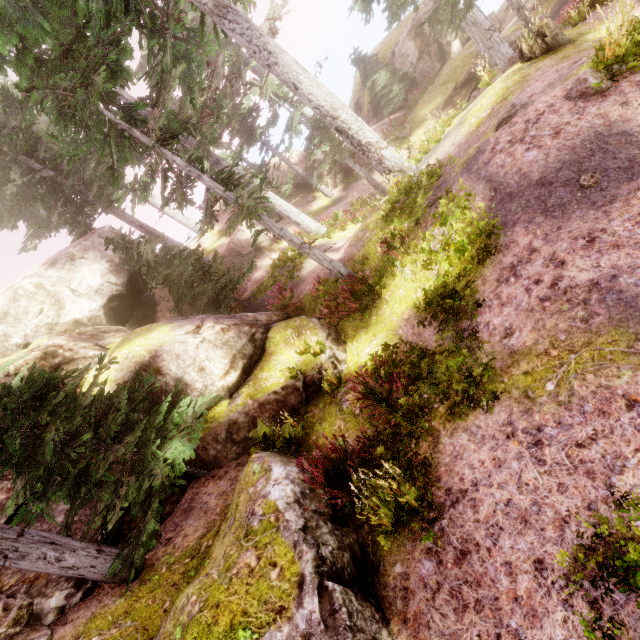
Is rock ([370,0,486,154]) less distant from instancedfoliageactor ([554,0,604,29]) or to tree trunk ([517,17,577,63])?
instancedfoliageactor ([554,0,604,29])

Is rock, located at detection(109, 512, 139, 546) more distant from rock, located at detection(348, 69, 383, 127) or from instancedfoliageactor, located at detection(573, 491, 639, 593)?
rock, located at detection(348, 69, 383, 127)

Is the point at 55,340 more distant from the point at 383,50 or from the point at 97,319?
the point at 383,50

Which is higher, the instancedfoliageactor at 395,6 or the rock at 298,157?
the instancedfoliageactor at 395,6

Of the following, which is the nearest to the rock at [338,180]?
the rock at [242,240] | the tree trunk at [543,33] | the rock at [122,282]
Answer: the rock at [242,240]

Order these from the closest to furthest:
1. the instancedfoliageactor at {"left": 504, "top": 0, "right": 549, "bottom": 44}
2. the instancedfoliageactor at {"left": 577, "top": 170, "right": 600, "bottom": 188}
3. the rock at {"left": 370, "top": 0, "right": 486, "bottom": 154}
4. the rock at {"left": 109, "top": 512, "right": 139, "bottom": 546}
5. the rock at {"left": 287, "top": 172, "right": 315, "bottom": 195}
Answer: the instancedfoliageactor at {"left": 577, "top": 170, "right": 600, "bottom": 188}
the rock at {"left": 109, "top": 512, "right": 139, "bottom": 546}
the instancedfoliageactor at {"left": 504, "top": 0, "right": 549, "bottom": 44}
the rock at {"left": 370, "top": 0, "right": 486, "bottom": 154}
the rock at {"left": 287, "top": 172, "right": 315, "bottom": 195}

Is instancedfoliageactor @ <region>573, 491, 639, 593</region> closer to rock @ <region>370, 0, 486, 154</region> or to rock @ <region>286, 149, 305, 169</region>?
rock @ <region>370, 0, 486, 154</region>

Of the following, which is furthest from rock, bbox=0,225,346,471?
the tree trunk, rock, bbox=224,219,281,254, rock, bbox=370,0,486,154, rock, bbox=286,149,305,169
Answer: rock, bbox=370,0,486,154
